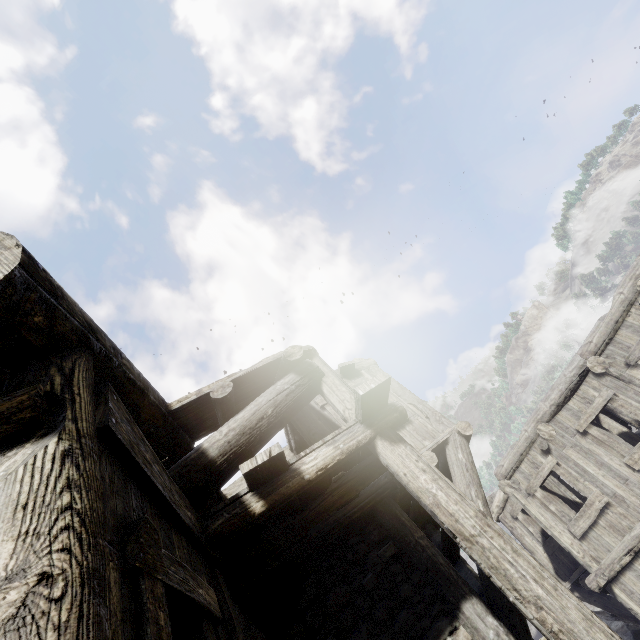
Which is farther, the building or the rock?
the rock

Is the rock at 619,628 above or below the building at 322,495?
below

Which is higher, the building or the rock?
the building

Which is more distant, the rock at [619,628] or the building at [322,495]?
the rock at [619,628]

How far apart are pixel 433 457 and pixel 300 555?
2.9m
